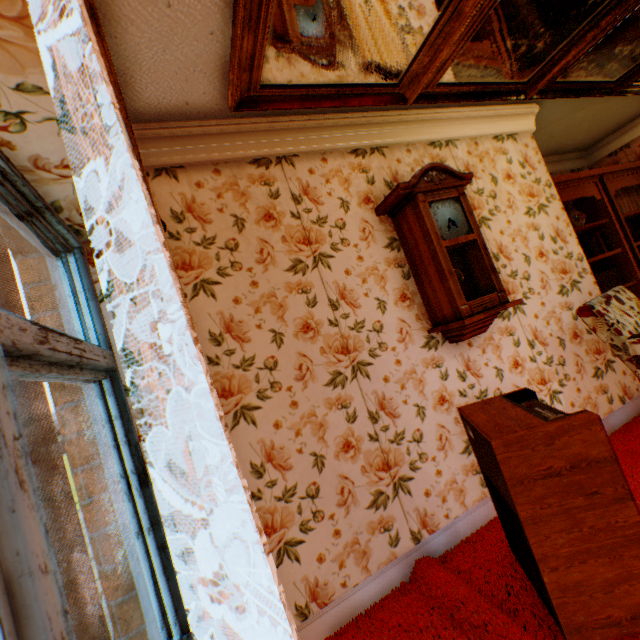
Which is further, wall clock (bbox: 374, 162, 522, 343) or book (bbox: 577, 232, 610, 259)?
book (bbox: 577, 232, 610, 259)

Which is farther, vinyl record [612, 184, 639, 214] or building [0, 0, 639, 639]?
vinyl record [612, 184, 639, 214]

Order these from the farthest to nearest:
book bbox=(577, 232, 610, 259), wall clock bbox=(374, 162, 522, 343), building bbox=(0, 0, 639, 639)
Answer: book bbox=(577, 232, 610, 259), wall clock bbox=(374, 162, 522, 343), building bbox=(0, 0, 639, 639)

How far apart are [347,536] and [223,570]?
0.9 meters

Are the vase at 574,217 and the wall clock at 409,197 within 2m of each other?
no

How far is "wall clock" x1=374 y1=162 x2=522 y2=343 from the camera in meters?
2.2

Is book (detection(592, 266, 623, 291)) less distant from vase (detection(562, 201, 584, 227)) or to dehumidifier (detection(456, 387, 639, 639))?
vase (detection(562, 201, 584, 227))

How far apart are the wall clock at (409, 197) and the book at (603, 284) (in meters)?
1.76
